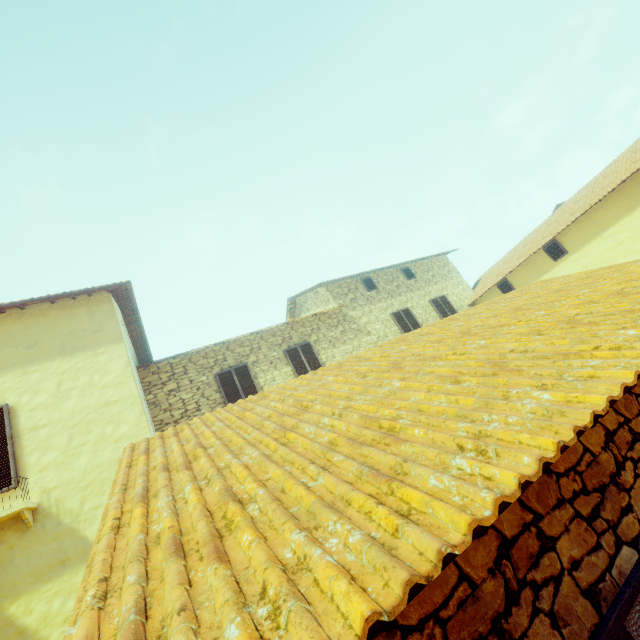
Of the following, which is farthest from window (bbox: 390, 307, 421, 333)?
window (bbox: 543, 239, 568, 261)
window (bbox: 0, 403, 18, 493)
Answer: window (bbox: 0, 403, 18, 493)

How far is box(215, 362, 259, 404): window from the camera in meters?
10.1

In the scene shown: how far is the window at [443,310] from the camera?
14.98m

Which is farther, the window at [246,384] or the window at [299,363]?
the window at [299,363]

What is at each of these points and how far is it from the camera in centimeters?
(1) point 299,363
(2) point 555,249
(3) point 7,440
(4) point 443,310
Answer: (1) window, 1145cm
(2) window, 1259cm
(3) window, 609cm
(4) window, 1510cm

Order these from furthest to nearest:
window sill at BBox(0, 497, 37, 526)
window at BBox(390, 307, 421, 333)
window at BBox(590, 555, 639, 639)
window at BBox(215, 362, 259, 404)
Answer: window at BBox(390, 307, 421, 333) → window at BBox(215, 362, 259, 404) → window sill at BBox(0, 497, 37, 526) → window at BBox(590, 555, 639, 639)

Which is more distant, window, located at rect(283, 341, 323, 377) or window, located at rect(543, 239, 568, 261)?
window, located at rect(543, 239, 568, 261)
